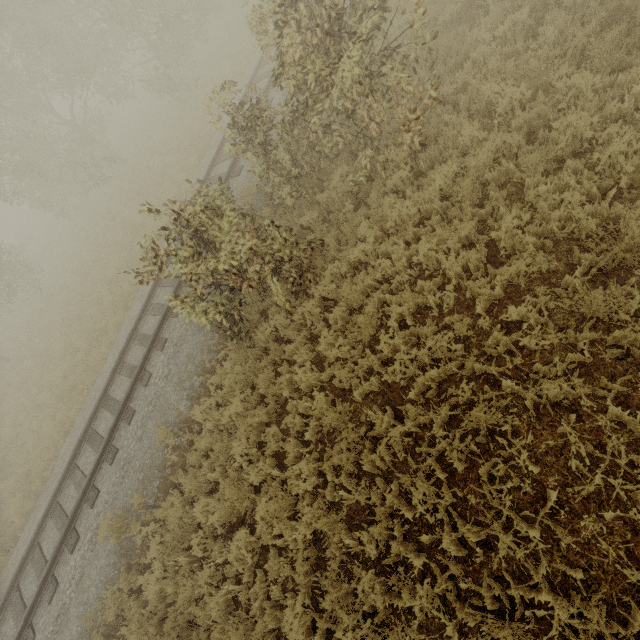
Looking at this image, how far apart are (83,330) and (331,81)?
14.47m

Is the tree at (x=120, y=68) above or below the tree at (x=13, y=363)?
above

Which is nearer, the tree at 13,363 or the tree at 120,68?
the tree at 120,68

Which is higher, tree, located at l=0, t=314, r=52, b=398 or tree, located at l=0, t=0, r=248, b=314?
tree, located at l=0, t=0, r=248, b=314

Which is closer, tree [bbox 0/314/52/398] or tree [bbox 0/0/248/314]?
tree [bbox 0/0/248/314]
